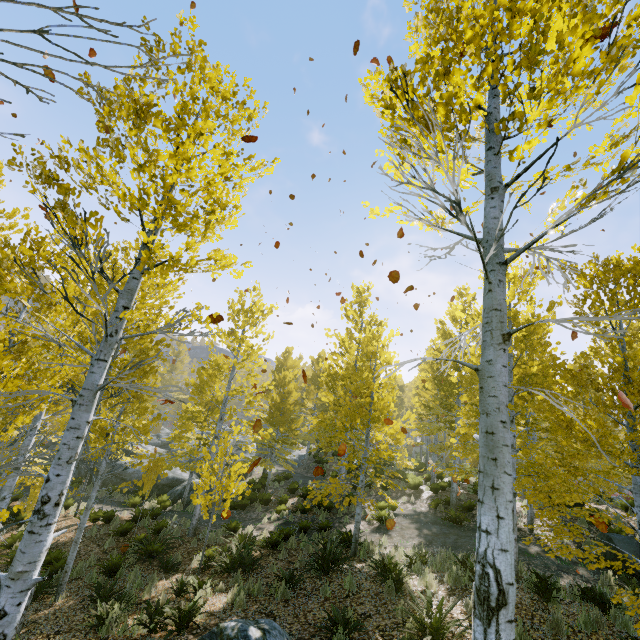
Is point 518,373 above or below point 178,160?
above

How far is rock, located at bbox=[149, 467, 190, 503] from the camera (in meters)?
17.90

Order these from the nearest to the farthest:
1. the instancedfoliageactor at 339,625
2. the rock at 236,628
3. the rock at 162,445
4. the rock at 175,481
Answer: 1. the rock at 236,628
2. the instancedfoliageactor at 339,625
3. the rock at 175,481
4. the rock at 162,445

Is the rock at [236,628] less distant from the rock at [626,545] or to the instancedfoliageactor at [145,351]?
the instancedfoliageactor at [145,351]

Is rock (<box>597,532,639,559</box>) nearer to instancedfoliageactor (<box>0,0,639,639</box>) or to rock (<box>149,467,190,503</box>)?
instancedfoliageactor (<box>0,0,639,639</box>)

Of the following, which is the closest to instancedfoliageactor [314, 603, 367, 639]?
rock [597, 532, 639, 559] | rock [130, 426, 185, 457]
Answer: rock [130, 426, 185, 457]

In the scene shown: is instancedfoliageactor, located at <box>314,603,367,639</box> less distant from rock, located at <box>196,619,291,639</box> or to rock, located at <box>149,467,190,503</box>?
rock, located at <box>149,467,190,503</box>

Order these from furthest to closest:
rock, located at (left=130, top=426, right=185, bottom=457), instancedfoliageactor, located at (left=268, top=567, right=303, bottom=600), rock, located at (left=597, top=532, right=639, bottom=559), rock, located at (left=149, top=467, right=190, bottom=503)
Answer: rock, located at (left=130, top=426, right=185, bottom=457), rock, located at (left=149, top=467, right=190, bottom=503), rock, located at (left=597, top=532, right=639, bottom=559), instancedfoliageactor, located at (left=268, top=567, right=303, bottom=600)
